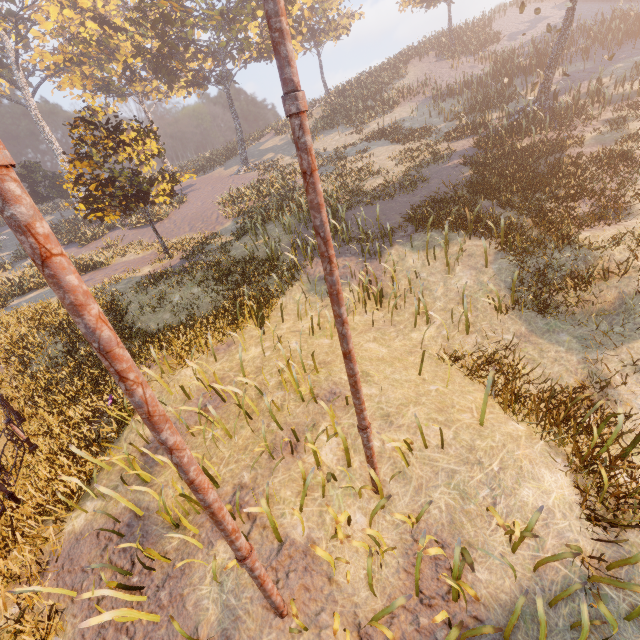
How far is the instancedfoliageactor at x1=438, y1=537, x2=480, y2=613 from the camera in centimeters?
353cm

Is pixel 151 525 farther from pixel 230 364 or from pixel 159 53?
pixel 159 53

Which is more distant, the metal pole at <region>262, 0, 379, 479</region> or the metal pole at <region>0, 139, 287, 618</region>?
the metal pole at <region>262, 0, 379, 479</region>

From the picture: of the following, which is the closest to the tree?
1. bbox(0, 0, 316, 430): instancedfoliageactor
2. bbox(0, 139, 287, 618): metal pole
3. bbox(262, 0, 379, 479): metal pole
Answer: bbox(0, 0, 316, 430): instancedfoliageactor

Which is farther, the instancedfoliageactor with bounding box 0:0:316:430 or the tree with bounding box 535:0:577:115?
the tree with bounding box 535:0:577:115

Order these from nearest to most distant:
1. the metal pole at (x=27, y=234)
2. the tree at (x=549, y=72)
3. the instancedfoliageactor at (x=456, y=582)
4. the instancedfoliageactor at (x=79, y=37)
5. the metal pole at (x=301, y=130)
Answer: the metal pole at (x=27, y=234), the metal pole at (x=301, y=130), the instancedfoliageactor at (x=456, y=582), the instancedfoliageactor at (x=79, y=37), the tree at (x=549, y=72)

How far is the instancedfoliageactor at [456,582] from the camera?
3.5m

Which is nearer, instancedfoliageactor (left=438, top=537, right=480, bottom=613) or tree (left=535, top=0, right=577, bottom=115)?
instancedfoliageactor (left=438, top=537, right=480, bottom=613)
